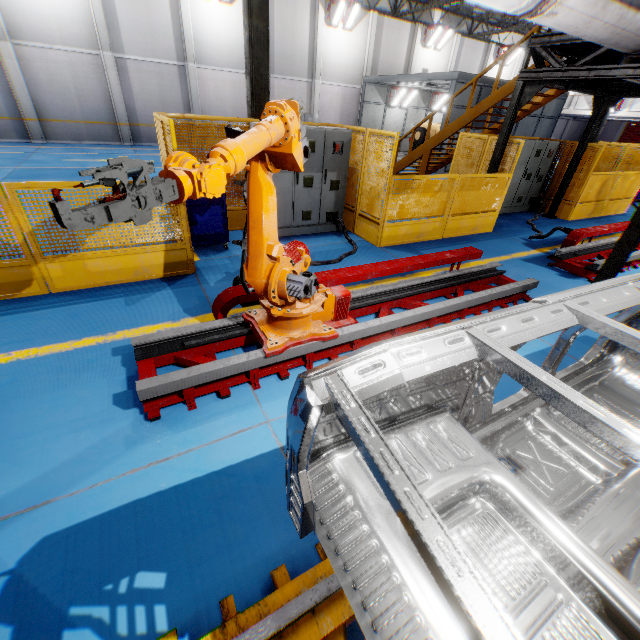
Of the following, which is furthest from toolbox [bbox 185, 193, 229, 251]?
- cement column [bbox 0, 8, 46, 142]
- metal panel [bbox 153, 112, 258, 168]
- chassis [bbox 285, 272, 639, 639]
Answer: cement column [bbox 0, 8, 46, 142]

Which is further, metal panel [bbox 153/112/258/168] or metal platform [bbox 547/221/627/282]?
metal platform [bbox 547/221/627/282]

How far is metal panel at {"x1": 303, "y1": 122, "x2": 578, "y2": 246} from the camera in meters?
6.8

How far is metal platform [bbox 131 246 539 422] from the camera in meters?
3.1 m

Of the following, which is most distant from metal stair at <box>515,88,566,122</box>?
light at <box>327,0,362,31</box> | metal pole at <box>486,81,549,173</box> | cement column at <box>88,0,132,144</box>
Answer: cement column at <box>88,0,132,144</box>

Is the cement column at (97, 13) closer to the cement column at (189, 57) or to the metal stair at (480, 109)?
the cement column at (189, 57)

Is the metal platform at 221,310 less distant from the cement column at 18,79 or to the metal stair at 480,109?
the metal stair at 480,109

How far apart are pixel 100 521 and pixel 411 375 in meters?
2.5
